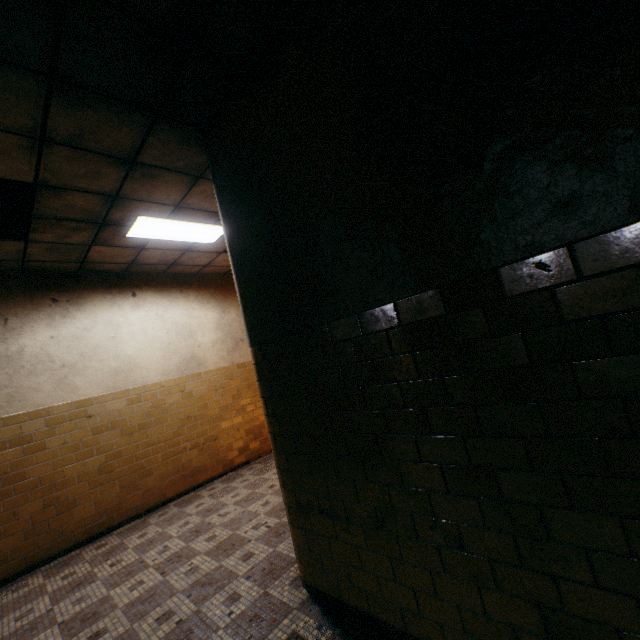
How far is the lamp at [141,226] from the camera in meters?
4.2 m

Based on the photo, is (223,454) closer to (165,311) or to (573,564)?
(165,311)

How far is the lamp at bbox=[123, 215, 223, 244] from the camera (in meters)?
4.21
